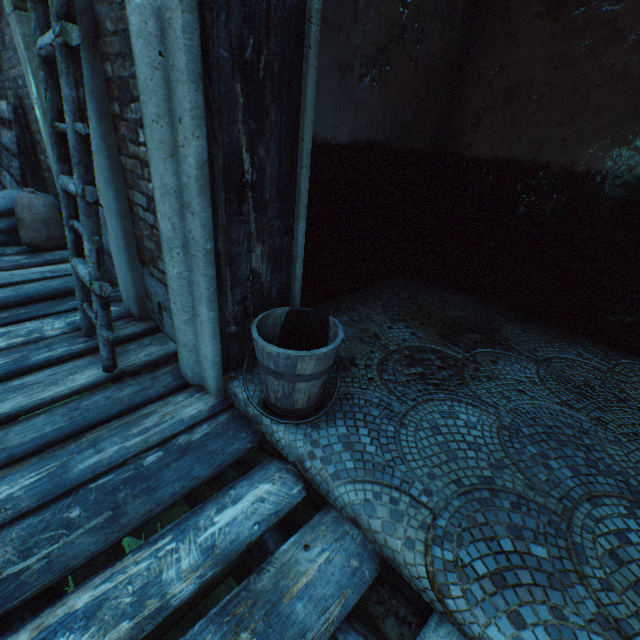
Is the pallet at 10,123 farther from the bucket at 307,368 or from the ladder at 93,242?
the bucket at 307,368

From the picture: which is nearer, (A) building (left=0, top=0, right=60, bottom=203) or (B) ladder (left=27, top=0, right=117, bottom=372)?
(B) ladder (left=27, top=0, right=117, bottom=372)

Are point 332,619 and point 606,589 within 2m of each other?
yes

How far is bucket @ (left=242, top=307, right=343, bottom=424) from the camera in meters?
1.4 m

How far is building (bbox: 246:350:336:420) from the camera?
1.6 meters

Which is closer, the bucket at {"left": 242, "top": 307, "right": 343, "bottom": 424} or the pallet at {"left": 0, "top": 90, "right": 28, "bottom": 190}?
the bucket at {"left": 242, "top": 307, "right": 343, "bottom": 424}

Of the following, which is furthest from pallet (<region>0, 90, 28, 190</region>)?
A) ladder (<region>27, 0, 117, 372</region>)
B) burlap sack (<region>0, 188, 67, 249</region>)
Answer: ladder (<region>27, 0, 117, 372</region>)

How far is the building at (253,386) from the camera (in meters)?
1.62
